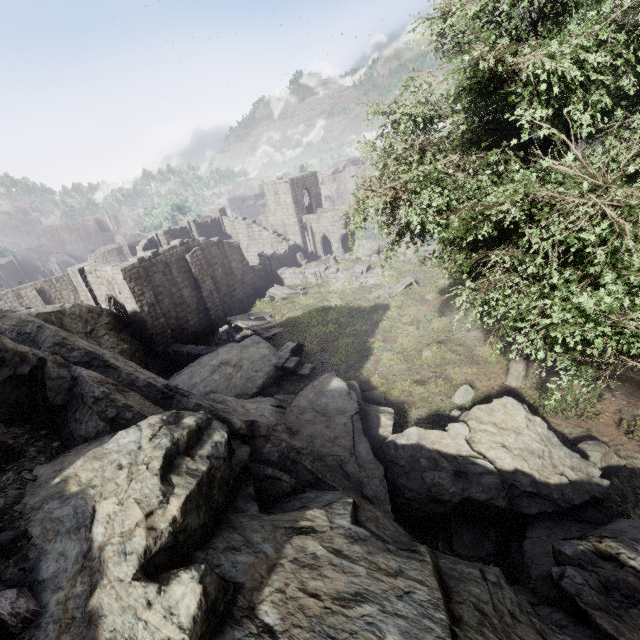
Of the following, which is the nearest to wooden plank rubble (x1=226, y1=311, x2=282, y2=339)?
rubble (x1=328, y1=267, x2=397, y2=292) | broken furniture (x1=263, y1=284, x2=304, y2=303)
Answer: broken furniture (x1=263, y1=284, x2=304, y2=303)

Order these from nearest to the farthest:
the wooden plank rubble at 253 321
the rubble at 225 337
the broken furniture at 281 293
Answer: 1. the wooden plank rubble at 253 321
2. the rubble at 225 337
3. the broken furniture at 281 293

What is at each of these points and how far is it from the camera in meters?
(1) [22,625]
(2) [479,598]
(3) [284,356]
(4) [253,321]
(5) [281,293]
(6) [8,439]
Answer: (1) rubble, 3.4
(2) rock, 3.9
(3) building, 18.1
(4) wooden plank rubble, 23.7
(5) broken furniture, 29.5
(6) building, 5.8

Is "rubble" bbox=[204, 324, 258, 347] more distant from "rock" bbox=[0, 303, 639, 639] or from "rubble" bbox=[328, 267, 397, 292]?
"rubble" bbox=[328, 267, 397, 292]

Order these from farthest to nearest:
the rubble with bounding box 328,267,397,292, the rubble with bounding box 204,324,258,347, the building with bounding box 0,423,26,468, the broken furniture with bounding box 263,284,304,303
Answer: the broken furniture with bounding box 263,284,304,303 → the rubble with bounding box 328,267,397,292 → the rubble with bounding box 204,324,258,347 → the building with bounding box 0,423,26,468

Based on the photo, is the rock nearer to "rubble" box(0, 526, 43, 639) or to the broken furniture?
"rubble" box(0, 526, 43, 639)

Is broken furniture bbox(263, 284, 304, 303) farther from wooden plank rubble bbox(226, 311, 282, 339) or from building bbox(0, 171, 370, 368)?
wooden plank rubble bbox(226, 311, 282, 339)

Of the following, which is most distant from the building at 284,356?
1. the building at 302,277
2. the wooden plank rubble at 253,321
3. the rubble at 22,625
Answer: the rubble at 22,625
